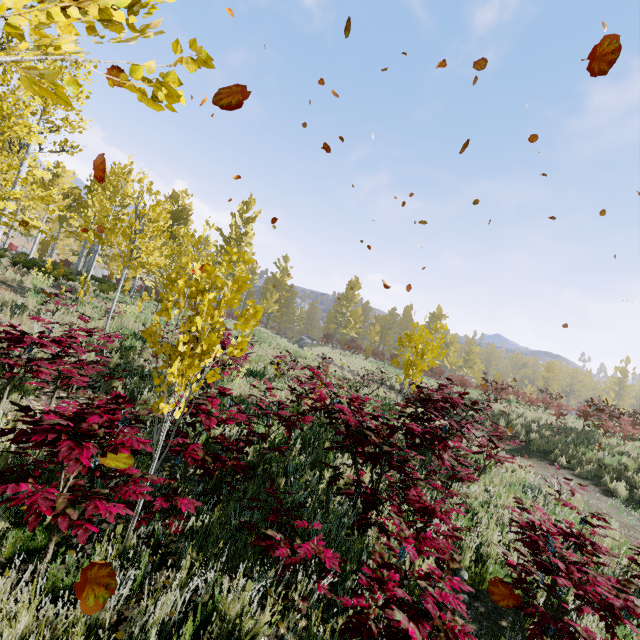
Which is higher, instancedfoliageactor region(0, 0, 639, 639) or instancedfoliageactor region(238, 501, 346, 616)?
instancedfoliageactor region(0, 0, 639, 639)

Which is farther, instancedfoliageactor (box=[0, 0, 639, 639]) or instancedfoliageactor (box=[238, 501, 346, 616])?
instancedfoliageactor (box=[238, 501, 346, 616])

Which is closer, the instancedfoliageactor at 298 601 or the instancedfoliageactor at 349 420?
the instancedfoliageactor at 349 420

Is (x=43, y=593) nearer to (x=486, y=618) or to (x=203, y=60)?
(x=203, y=60)

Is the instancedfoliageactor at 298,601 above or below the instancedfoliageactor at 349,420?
below

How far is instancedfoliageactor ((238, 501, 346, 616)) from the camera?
2.5 meters
